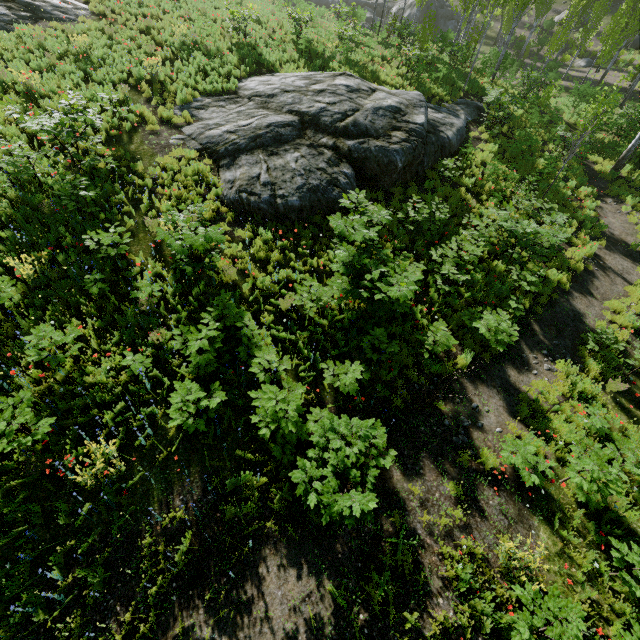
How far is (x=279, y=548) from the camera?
5.6m

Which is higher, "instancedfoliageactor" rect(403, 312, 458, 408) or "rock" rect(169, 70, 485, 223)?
"rock" rect(169, 70, 485, 223)

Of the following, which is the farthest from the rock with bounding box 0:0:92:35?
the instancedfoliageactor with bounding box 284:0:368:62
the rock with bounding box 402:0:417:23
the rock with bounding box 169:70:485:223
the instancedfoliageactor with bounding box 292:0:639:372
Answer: the rock with bounding box 169:70:485:223

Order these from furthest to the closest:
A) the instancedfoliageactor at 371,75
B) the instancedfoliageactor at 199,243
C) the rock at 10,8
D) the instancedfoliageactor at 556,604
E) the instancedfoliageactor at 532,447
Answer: the instancedfoliageactor at 371,75 → the rock at 10,8 → the instancedfoliageactor at 199,243 → the instancedfoliageactor at 532,447 → the instancedfoliageactor at 556,604

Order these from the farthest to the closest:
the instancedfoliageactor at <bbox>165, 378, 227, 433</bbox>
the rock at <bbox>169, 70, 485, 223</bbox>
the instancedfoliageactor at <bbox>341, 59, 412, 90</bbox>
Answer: the instancedfoliageactor at <bbox>341, 59, 412, 90</bbox>
the rock at <bbox>169, 70, 485, 223</bbox>
the instancedfoliageactor at <bbox>165, 378, 227, 433</bbox>

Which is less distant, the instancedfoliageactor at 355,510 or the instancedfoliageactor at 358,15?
the instancedfoliageactor at 355,510

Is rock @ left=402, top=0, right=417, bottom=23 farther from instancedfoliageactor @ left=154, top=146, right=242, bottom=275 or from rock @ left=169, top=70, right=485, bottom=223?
rock @ left=169, top=70, right=485, bottom=223

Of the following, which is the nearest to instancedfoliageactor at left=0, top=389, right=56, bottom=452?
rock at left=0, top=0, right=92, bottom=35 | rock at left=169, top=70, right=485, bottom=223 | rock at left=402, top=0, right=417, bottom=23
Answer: rock at left=0, top=0, right=92, bottom=35
